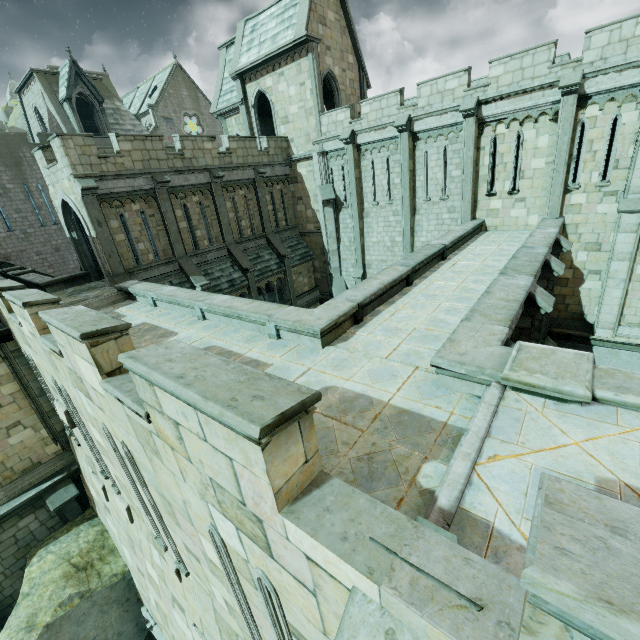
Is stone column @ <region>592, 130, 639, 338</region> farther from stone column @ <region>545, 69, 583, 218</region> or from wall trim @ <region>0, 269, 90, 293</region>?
wall trim @ <region>0, 269, 90, 293</region>

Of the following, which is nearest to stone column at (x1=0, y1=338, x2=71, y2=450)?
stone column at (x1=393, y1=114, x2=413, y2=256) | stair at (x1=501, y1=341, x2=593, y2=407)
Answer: stair at (x1=501, y1=341, x2=593, y2=407)

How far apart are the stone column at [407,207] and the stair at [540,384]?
14.3m

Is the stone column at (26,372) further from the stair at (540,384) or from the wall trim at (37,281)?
the stair at (540,384)

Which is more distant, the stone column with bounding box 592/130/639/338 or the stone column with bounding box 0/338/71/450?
the stone column with bounding box 592/130/639/338

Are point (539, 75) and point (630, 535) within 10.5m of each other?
no

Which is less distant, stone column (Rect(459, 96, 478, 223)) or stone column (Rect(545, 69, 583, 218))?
stone column (Rect(545, 69, 583, 218))

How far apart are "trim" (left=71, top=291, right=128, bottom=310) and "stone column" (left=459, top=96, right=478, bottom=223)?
15.92m
